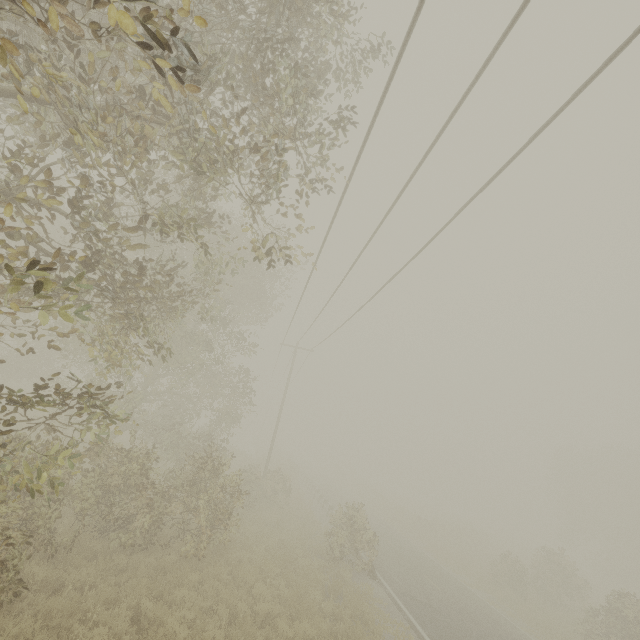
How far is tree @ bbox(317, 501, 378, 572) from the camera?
15.57m

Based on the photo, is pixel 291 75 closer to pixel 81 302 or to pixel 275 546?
pixel 81 302

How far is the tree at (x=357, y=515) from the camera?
15.6 meters
